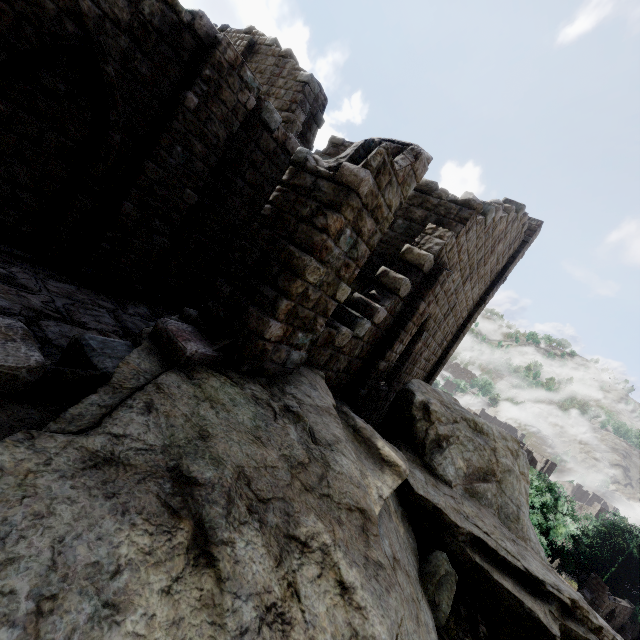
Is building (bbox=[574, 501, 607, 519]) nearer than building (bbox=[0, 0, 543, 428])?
No

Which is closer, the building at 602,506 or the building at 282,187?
the building at 282,187

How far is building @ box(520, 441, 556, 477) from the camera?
41.5 meters

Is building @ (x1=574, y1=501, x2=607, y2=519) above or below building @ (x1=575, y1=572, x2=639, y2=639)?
above

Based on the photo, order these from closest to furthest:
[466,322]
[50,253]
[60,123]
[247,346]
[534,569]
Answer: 1. [247,346]
2. [60,123]
3. [50,253]
4. [534,569]
5. [466,322]
